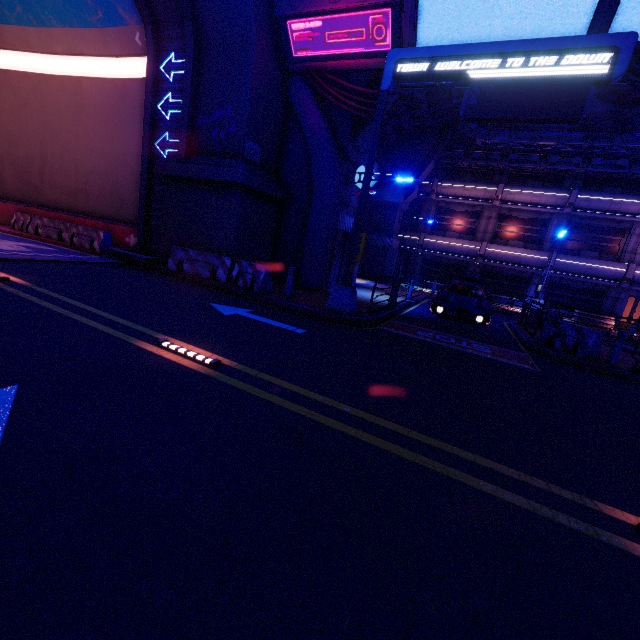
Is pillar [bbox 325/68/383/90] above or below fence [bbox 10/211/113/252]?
above

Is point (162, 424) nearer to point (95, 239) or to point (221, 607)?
point (221, 607)

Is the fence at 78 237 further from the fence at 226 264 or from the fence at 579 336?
the fence at 579 336

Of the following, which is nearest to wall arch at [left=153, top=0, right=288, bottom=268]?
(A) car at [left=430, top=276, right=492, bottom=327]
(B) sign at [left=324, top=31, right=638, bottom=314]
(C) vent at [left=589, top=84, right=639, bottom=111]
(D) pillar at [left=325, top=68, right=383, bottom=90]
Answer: (D) pillar at [left=325, top=68, right=383, bottom=90]

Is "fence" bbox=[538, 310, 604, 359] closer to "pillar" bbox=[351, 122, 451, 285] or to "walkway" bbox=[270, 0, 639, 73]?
"walkway" bbox=[270, 0, 639, 73]

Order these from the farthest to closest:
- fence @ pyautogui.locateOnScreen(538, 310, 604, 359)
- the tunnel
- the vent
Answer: the vent
the tunnel
fence @ pyautogui.locateOnScreen(538, 310, 604, 359)

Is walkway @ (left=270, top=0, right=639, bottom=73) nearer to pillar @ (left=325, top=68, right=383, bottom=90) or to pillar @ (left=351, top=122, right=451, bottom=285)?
pillar @ (left=325, top=68, right=383, bottom=90)

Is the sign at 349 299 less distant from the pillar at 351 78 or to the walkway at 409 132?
the pillar at 351 78
